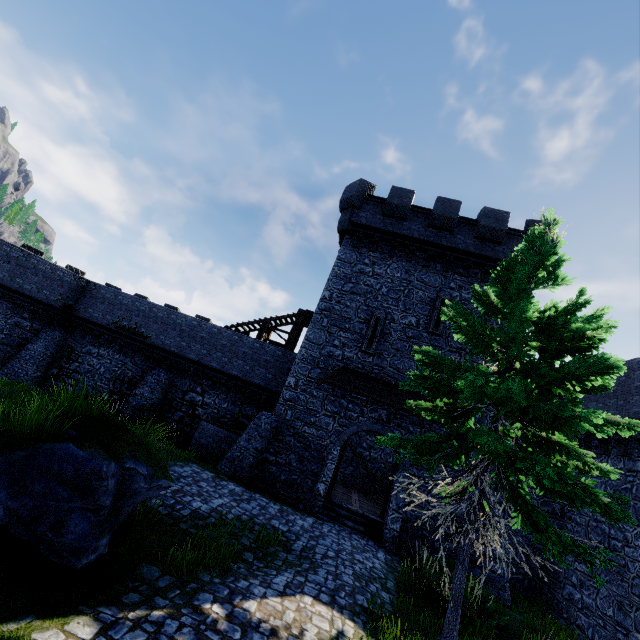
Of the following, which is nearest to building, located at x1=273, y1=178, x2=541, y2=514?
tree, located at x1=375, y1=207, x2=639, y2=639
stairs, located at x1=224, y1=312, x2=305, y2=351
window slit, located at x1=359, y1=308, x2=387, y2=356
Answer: window slit, located at x1=359, y1=308, x2=387, y2=356

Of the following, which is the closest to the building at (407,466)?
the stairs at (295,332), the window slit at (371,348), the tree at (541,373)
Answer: the window slit at (371,348)

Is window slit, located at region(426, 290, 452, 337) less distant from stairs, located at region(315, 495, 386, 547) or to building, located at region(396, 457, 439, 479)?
building, located at region(396, 457, 439, 479)

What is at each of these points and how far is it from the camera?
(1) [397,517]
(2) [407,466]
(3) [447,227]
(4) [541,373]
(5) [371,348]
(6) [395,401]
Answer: (1) building, 13.3m
(2) building, 14.0m
(3) building, 17.1m
(4) tree, 6.6m
(5) window slit, 15.9m
(6) awning, 14.5m

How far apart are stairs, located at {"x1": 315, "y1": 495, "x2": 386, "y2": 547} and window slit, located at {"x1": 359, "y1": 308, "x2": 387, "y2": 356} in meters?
6.7 m

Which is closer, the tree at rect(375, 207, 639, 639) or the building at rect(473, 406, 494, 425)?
the tree at rect(375, 207, 639, 639)

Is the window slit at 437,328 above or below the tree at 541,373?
above

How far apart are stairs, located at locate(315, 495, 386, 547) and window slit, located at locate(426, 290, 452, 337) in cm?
876
